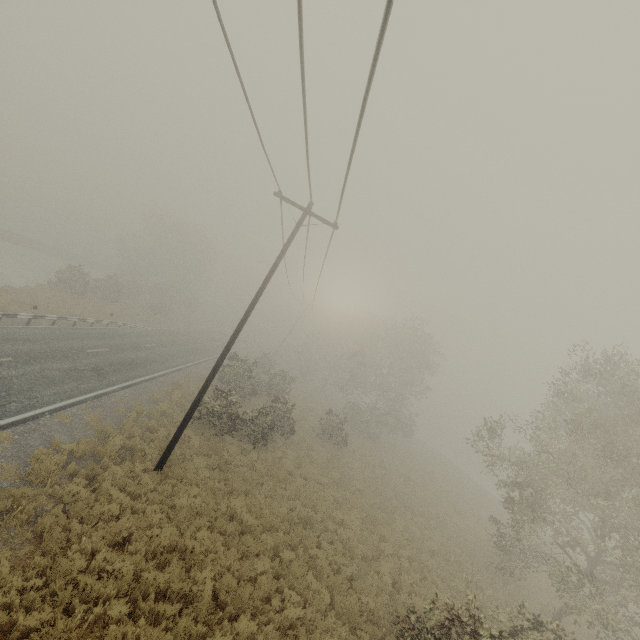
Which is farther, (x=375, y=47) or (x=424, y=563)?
(x=424, y=563)
